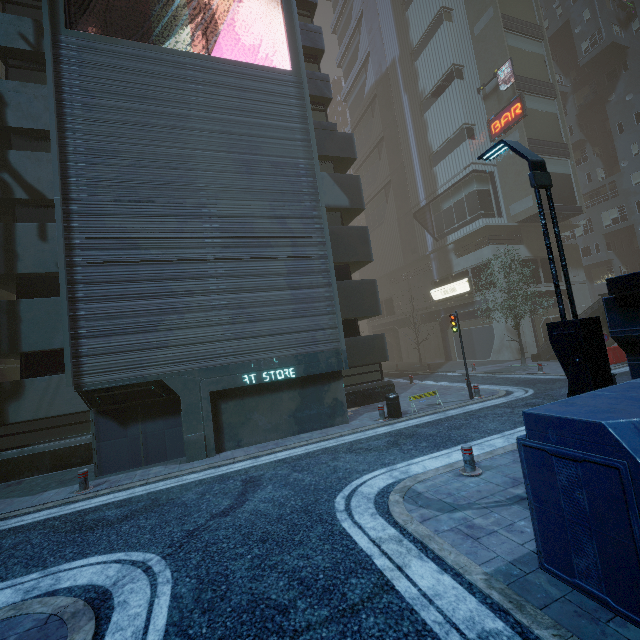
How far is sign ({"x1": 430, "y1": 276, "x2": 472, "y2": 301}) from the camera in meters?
29.9

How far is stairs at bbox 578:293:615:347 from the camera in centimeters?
1941cm

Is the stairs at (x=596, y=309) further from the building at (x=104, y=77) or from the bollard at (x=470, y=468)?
the bollard at (x=470, y=468)

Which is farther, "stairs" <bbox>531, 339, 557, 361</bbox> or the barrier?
"stairs" <bbox>531, 339, 557, 361</bbox>

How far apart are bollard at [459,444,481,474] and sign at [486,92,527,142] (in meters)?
31.24

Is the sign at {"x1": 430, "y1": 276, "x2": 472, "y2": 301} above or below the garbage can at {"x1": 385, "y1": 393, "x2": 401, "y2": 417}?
above

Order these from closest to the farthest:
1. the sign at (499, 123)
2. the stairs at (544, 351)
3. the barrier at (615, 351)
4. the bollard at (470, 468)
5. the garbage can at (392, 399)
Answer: the bollard at (470, 468), the garbage can at (392, 399), the barrier at (615, 351), the stairs at (544, 351), the sign at (499, 123)

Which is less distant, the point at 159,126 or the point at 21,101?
the point at 159,126
